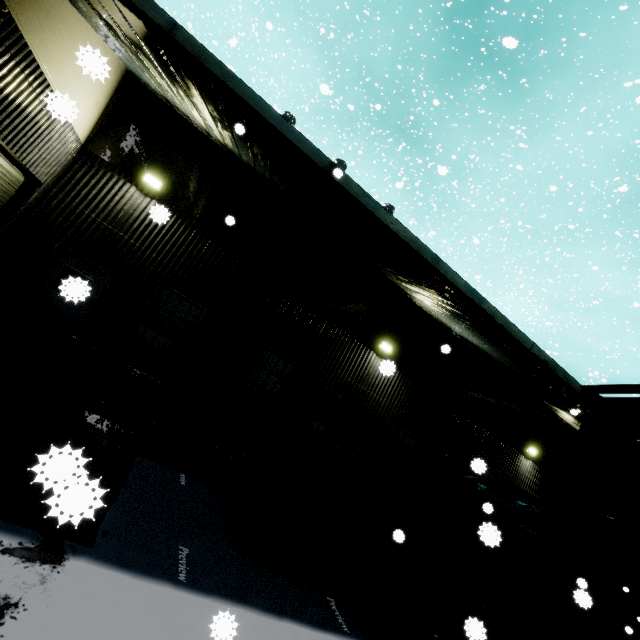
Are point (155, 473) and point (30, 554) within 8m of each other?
yes

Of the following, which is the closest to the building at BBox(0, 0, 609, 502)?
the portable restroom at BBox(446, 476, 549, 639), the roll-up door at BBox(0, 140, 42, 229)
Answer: the roll-up door at BBox(0, 140, 42, 229)

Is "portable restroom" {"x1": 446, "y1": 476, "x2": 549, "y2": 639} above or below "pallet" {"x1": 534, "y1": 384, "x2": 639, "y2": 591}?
below

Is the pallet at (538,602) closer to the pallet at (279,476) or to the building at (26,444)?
the building at (26,444)

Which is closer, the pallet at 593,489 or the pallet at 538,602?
the pallet at 593,489

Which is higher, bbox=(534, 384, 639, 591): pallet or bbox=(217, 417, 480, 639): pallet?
bbox=(534, 384, 639, 591): pallet

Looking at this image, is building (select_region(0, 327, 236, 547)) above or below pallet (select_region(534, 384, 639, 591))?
below

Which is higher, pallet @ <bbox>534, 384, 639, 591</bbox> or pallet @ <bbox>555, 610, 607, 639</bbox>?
pallet @ <bbox>534, 384, 639, 591</bbox>
